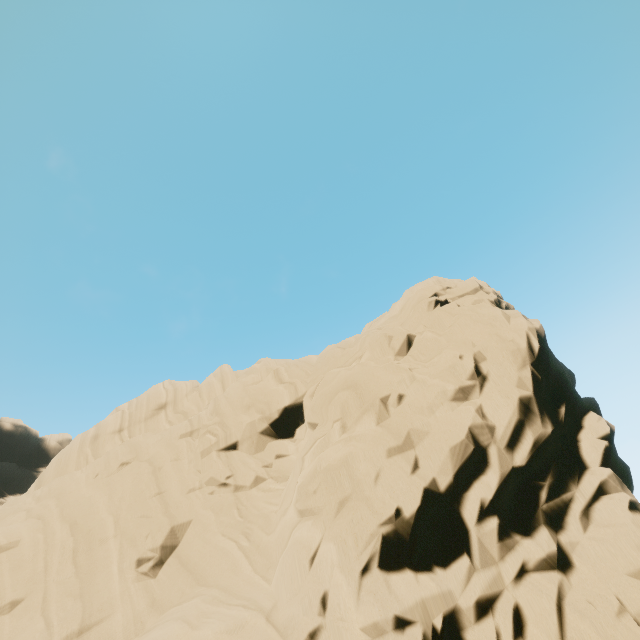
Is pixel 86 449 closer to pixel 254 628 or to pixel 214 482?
pixel 214 482
